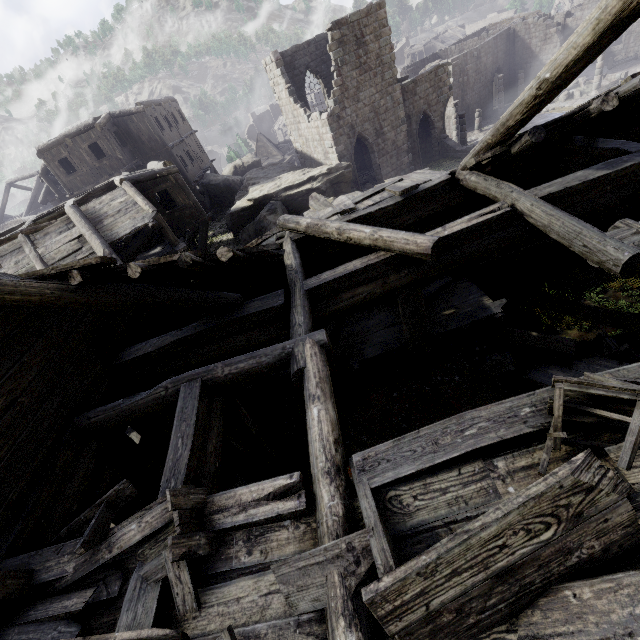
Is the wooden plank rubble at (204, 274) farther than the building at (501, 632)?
Yes

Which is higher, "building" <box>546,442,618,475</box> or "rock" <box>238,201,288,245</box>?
"building" <box>546,442,618,475</box>

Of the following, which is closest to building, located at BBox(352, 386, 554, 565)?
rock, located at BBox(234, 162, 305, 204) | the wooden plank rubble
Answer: the wooden plank rubble

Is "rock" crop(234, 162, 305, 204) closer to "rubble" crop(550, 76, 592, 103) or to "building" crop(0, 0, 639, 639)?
"building" crop(0, 0, 639, 639)

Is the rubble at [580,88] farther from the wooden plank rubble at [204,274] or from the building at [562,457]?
the wooden plank rubble at [204,274]

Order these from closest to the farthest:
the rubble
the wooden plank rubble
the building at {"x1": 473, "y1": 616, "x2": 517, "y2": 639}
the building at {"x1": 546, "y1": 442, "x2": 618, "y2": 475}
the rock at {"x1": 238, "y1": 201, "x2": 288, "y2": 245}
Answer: the building at {"x1": 473, "y1": 616, "x2": 517, "y2": 639}
the building at {"x1": 546, "y1": 442, "x2": 618, "y2": 475}
the wooden plank rubble
the rock at {"x1": 238, "y1": 201, "x2": 288, "y2": 245}
the rubble

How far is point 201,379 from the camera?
5.26m

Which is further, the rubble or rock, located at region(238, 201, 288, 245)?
the rubble
